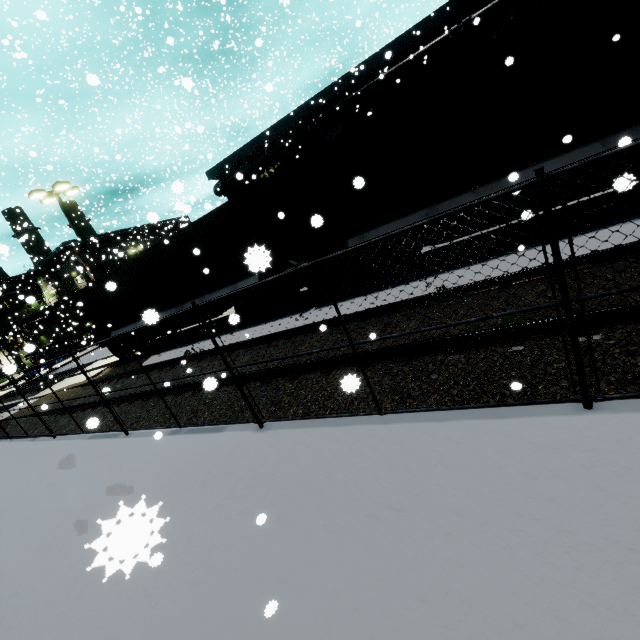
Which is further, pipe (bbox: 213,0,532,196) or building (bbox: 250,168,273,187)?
building (bbox: 250,168,273,187)

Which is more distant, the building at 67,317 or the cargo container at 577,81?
the building at 67,317

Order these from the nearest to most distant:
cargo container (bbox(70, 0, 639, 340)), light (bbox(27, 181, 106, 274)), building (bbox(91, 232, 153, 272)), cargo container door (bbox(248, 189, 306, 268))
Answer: cargo container (bbox(70, 0, 639, 340)), cargo container door (bbox(248, 189, 306, 268)), light (bbox(27, 181, 106, 274)), building (bbox(91, 232, 153, 272))

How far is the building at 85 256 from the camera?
48.94m

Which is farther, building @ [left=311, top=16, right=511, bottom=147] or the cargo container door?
building @ [left=311, top=16, right=511, bottom=147]

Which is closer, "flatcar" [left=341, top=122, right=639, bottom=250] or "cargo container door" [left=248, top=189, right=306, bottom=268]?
"flatcar" [left=341, top=122, right=639, bottom=250]

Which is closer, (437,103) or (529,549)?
(529,549)

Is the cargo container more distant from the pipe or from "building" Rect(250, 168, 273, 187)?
"building" Rect(250, 168, 273, 187)
